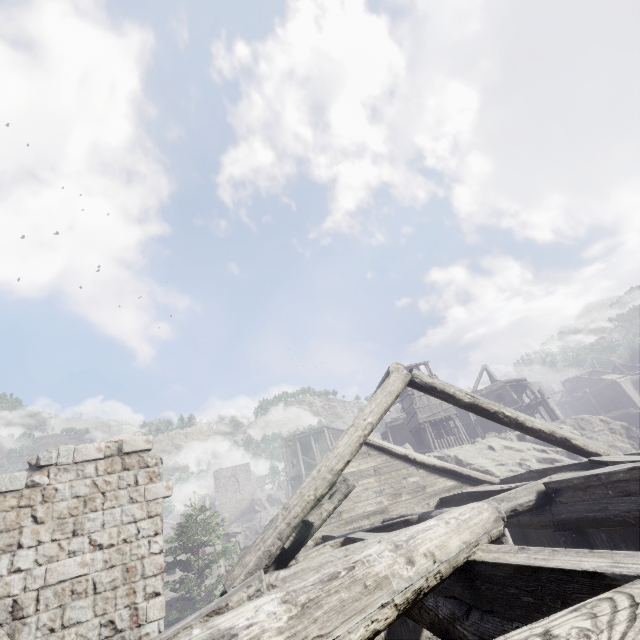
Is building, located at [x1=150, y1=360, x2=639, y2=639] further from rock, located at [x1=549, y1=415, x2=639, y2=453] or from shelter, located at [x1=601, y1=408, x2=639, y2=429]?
shelter, located at [x1=601, y1=408, x2=639, y2=429]

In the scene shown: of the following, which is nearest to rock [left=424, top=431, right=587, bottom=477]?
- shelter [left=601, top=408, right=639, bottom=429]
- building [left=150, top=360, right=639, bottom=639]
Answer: building [left=150, top=360, right=639, bottom=639]

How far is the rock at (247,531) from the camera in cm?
3750

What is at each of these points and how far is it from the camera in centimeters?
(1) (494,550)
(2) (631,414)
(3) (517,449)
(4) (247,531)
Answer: (1) building, 312cm
(2) shelter, 4178cm
(3) rock, 2056cm
(4) rock, 3831cm

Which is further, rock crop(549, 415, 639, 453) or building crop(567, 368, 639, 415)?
building crop(567, 368, 639, 415)

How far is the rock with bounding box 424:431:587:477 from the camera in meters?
18.7 m

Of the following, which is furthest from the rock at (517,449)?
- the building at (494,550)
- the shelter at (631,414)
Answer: the shelter at (631,414)
